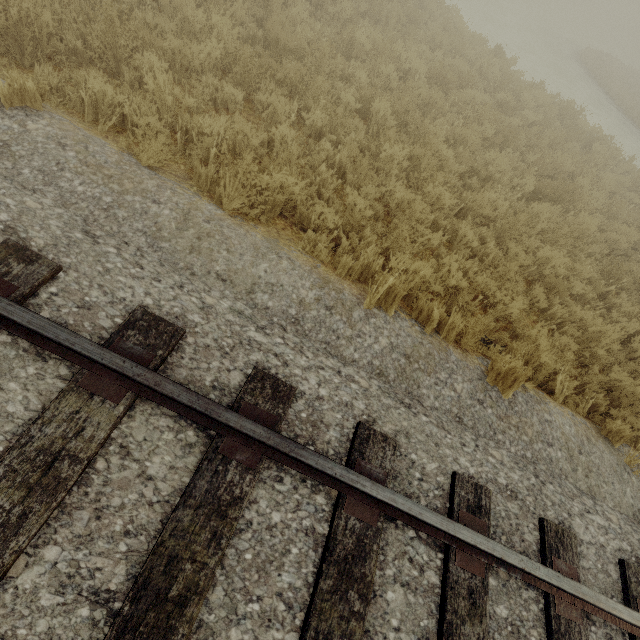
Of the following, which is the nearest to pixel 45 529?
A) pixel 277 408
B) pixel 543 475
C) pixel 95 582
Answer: pixel 95 582
